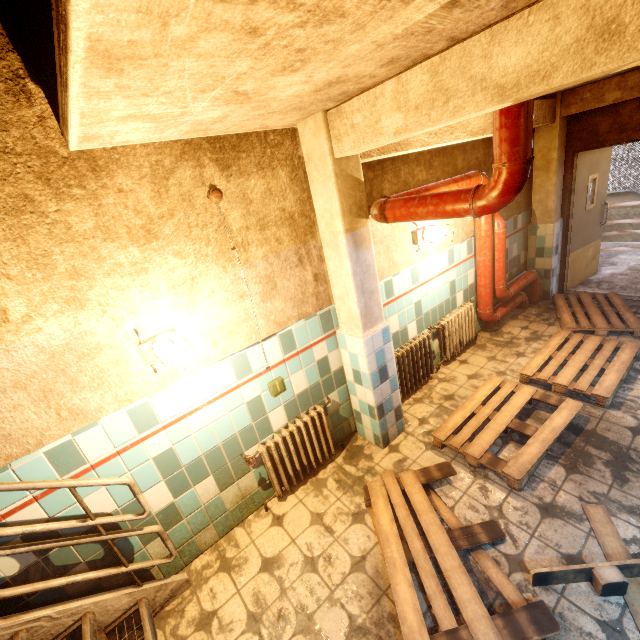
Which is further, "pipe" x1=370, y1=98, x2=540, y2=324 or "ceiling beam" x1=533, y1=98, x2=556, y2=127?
"ceiling beam" x1=533, y1=98, x2=556, y2=127

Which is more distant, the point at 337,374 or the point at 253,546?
the point at 337,374

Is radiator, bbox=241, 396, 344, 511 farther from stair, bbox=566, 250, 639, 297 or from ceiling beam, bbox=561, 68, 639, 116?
stair, bbox=566, 250, 639, 297

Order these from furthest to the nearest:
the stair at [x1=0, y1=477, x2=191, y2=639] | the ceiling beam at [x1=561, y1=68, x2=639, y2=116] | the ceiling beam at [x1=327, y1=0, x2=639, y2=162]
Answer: the ceiling beam at [x1=561, y1=68, x2=639, y2=116], the stair at [x1=0, y1=477, x2=191, y2=639], the ceiling beam at [x1=327, y1=0, x2=639, y2=162]

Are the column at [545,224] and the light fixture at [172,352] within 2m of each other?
no

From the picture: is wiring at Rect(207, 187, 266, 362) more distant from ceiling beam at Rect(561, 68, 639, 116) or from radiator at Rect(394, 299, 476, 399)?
radiator at Rect(394, 299, 476, 399)

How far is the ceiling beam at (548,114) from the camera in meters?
4.1

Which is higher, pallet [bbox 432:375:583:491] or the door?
the door
